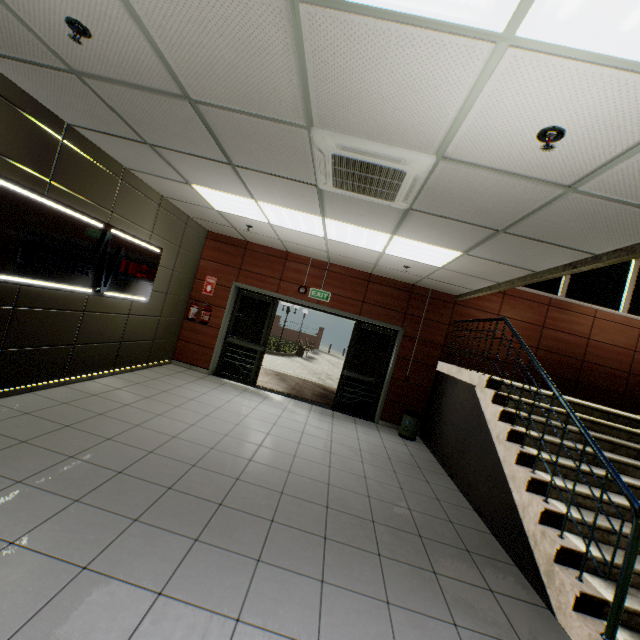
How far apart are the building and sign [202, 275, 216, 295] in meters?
5.6

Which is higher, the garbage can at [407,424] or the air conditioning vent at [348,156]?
the air conditioning vent at [348,156]

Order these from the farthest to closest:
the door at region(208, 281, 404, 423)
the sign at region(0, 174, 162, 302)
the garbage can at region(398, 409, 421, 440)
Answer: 1. the door at region(208, 281, 404, 423)
2. the garbage can at region(398, 409, 421, 440)
3. the sign at region(0, 174, 162, 302)

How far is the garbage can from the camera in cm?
668

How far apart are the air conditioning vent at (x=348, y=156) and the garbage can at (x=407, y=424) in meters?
4.7 m

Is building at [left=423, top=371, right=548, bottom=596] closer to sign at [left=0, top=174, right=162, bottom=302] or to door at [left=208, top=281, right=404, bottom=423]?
door at [left=208, top=281, right=404, bottom=423]

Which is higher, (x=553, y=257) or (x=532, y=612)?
(x=553, y=257)

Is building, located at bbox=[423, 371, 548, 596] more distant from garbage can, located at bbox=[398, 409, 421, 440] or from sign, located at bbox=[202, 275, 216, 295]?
sign, located at bbox=[202, 275, 216, 295]
